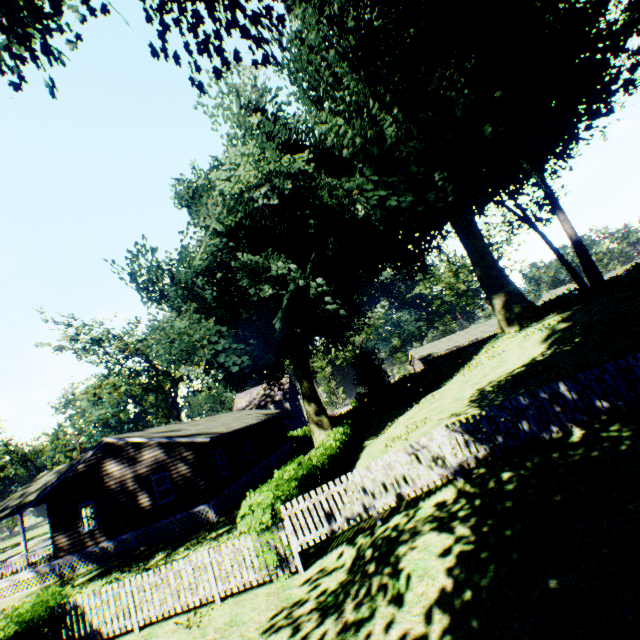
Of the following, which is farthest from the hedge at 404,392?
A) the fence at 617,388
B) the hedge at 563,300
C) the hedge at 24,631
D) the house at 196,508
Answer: the hedge at 563,300

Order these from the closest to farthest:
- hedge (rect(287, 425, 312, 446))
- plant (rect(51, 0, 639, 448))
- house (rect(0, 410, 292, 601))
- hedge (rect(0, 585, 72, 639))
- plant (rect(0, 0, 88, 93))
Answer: plant (rect(0, 0, 88, 93))
hedge (rect(0, 585, 72, 639))
plant (rect(51, 0, 639, 448))
house (rect(0, 410, 292, 601))
hedge (rect(287, 425, 312, 446))

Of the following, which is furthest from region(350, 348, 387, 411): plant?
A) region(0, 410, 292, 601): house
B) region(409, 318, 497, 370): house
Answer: region(409, 318, 497, 370): house

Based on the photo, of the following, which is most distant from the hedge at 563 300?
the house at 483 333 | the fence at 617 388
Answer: the house at 483 333

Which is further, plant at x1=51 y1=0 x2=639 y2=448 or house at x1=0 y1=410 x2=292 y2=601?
house at x1=0 y1=410 x2=292 y2=601

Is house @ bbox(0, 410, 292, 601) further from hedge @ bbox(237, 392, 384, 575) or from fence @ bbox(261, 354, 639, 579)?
fence @ bbox(261, 354, 639, 579)

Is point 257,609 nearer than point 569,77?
Yes

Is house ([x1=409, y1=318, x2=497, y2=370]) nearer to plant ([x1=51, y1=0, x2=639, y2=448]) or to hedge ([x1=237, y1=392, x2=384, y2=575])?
hedge ([x1=237, y1=392, x2=384, y2=575])
